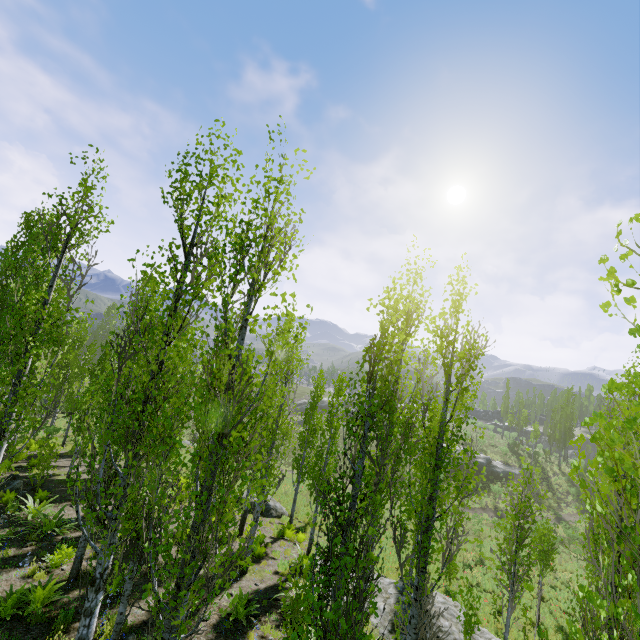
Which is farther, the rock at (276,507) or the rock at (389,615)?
the rock at (276,507)

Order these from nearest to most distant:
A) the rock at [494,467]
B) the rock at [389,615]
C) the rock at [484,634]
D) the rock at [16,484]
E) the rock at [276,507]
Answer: the rock at [389,615] < the rock at [484,634] < the rock at [16,484] < the rock at [276,507] < the rock at [494,467]

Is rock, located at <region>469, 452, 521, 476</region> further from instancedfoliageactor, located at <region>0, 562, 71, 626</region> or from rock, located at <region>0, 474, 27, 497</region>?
rock, located at <region>0, 474, 27, 497</region>

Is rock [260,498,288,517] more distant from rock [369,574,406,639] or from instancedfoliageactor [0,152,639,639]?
rock [369,574,406,639]

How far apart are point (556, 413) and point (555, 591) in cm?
3790

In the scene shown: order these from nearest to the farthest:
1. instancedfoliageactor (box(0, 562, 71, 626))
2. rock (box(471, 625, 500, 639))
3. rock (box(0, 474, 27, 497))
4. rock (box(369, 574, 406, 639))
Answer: instancedfoliageactor (box(0, 562, 71, 626)), rock (box(369, 574, 406, 639)), rock (box(471, 625, 500, 639)), rock (box(0, 474, 27, 497))

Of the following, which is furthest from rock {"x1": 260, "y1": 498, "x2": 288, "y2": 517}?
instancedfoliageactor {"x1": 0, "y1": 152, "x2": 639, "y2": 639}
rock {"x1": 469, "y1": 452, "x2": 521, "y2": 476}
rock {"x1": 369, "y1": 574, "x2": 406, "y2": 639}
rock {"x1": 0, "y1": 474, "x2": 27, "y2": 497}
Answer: rock {"x1": 469, "y1": 452, "x2": 521, "y2": 476}
